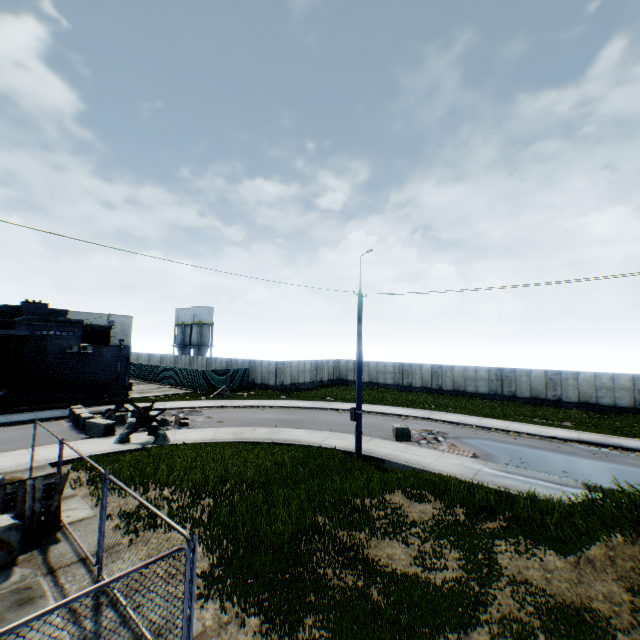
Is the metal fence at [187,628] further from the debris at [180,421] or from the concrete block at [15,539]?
the debris at [180,421]

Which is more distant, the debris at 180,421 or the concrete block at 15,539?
the debris at 180,421

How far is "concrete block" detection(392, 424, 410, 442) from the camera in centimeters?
1814cm

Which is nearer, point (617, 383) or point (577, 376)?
point (617, 383)

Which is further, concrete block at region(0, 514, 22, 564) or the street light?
the street light

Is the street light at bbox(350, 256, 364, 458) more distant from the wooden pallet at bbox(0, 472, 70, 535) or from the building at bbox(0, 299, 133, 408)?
the building at bbox(0, 299, 133, 408)

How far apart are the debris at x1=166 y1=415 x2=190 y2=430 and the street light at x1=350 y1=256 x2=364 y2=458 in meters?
11.4

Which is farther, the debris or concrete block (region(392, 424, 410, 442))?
the debris
